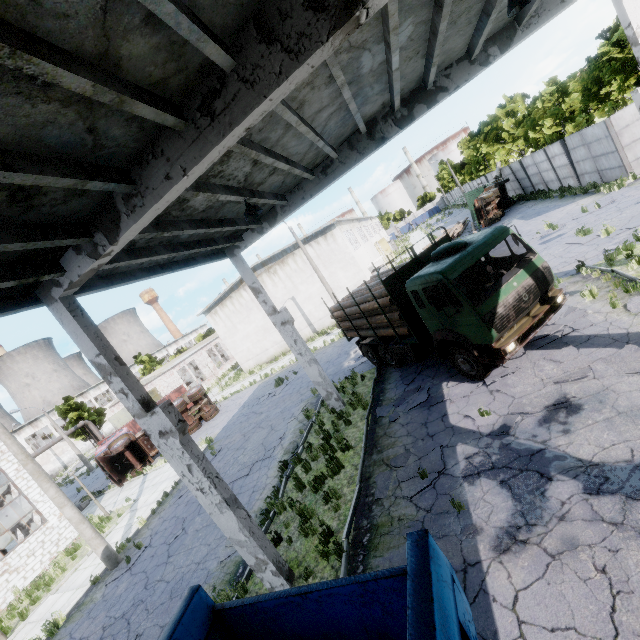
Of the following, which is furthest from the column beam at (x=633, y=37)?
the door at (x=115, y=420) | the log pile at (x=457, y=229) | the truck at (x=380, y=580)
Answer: the door at (x=115, y=420)

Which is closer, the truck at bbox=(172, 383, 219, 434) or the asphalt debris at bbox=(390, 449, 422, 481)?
the asphalt debris at bbox=(390, 449, 422, 481)

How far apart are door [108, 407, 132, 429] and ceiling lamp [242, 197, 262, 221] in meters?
42.1 m

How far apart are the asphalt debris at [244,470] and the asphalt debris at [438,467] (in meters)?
6.21

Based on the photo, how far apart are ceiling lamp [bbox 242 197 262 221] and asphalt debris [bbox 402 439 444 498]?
7.41m

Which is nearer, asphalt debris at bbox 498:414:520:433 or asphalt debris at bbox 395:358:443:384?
asphalt debris at bbox 498:414:520:433

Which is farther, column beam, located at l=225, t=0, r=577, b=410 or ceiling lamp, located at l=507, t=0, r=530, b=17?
column beam, located at l=225, t=0, r=577, b=410

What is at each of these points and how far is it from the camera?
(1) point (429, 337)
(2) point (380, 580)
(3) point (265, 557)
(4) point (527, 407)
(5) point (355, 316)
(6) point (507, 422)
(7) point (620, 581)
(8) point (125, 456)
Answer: (1) truck, 11.2 meters
(2) truck, 2.7 meters
(3) column beam, 6.8 meters
(4) asphalt debris, 7.6 meters
(5) log pile, 13.9 meters
(6) asphalt debris, 7.5 meters
(7) asphalt debris, 4.1 meters
(8) truck, 22.8 meters
